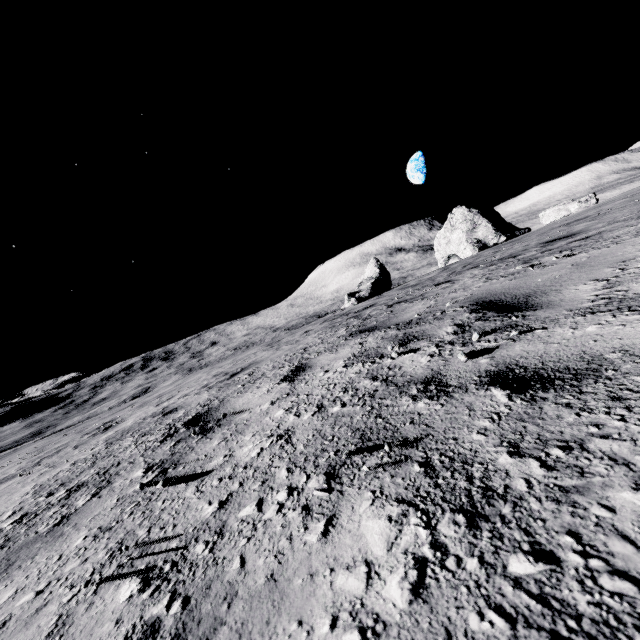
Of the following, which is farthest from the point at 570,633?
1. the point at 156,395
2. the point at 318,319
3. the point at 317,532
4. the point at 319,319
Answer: the point at 318,319

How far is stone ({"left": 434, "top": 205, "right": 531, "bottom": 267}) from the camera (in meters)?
29.39

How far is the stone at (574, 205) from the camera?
20.5 meters

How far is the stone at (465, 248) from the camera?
29.39m

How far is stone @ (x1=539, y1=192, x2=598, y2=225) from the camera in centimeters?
2050cm

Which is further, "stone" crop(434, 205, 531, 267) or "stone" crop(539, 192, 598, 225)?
"stone" crop(434, 205, 531, 267)
